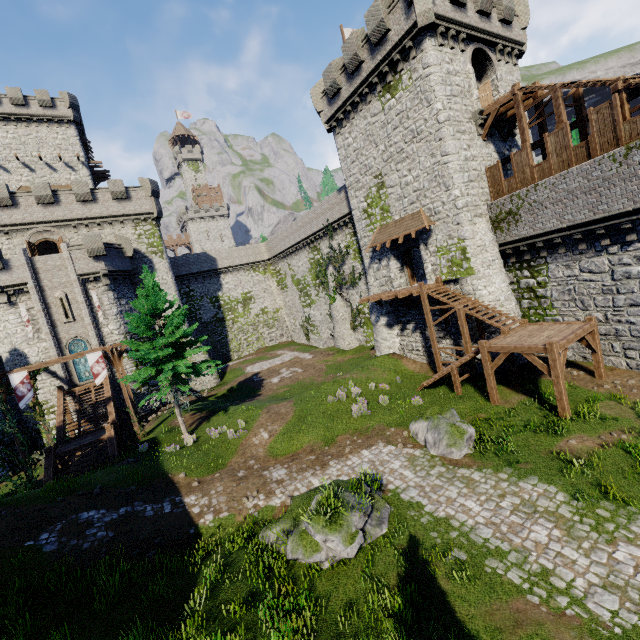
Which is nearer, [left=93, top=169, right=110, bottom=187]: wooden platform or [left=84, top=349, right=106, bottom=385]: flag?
[left=84, top=349, right=106, bottom=385]: flag

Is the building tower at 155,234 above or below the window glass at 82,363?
above

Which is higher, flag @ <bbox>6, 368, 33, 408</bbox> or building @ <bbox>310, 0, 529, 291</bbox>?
building @ <bbox>310, 0, 529, 291</bbox>

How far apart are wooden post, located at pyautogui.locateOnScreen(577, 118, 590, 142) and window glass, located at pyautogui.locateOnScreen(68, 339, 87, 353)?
37.79m

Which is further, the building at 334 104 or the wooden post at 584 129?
the building at 334 104

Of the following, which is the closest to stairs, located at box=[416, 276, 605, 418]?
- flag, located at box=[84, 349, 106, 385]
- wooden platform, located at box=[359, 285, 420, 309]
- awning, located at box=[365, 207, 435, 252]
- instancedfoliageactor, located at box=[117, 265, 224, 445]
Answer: wooden platform, located at box=[359, 285, 420, 309]

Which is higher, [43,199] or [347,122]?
[43,199]

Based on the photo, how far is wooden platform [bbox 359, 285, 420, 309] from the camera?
21.5m
